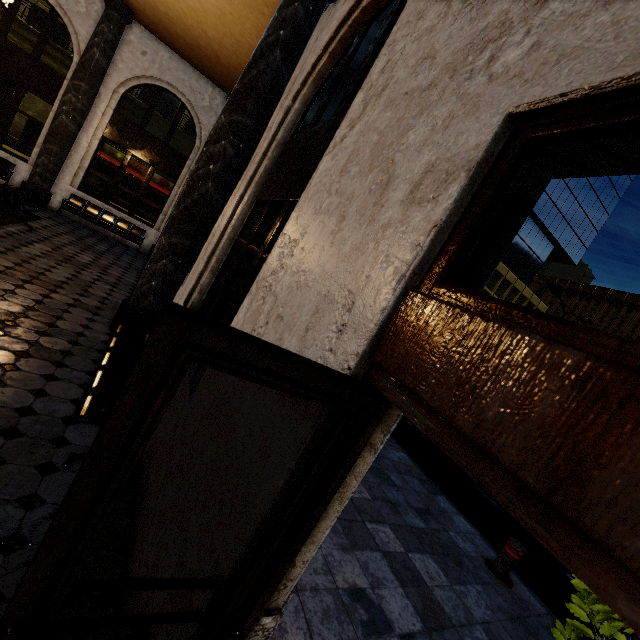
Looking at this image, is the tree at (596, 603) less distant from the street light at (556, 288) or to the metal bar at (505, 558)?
the metal bar at (505, 558)

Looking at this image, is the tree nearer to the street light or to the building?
the building

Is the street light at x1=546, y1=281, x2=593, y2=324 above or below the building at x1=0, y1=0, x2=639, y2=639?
above

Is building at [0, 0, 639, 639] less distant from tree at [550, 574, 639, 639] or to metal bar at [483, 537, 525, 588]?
tree at [550, 574, 639, 639]

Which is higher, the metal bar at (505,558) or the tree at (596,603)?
the tree at (596,603)

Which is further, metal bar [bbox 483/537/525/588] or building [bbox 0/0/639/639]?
metal bar [bbox 483/537/525/588]

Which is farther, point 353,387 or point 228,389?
point 228,389
